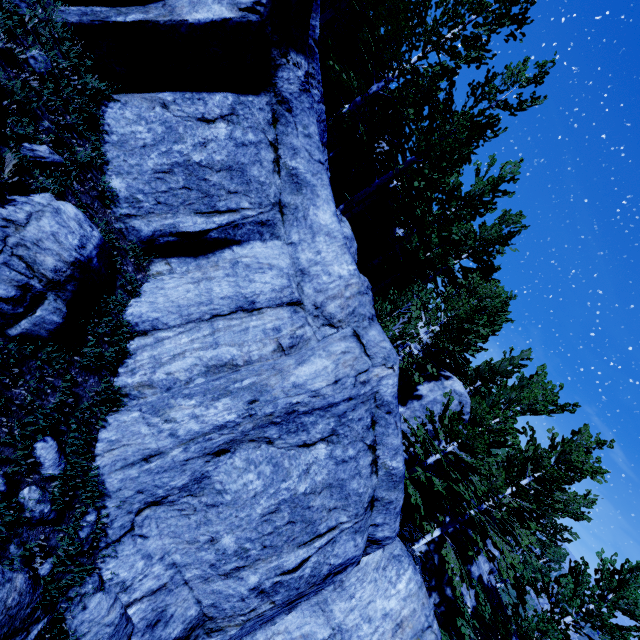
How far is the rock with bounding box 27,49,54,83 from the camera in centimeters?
423cm

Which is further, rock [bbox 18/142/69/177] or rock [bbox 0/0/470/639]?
rock [bbox 0/0/470/639]

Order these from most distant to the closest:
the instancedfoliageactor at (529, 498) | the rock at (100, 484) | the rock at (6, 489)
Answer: the instancedfoliageactor at (529, 498), the rock at (100, 484), the rock at (6, 489)

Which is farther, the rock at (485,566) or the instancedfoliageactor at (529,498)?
the rock at (485,566)

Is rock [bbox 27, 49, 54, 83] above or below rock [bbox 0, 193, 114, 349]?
above

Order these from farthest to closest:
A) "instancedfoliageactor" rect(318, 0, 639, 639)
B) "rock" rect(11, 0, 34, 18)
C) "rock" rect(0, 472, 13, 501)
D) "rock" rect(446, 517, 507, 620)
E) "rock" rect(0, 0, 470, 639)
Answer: "rock" rect(446, 517, 507, 620) → "instancedfoliageactor" rect(318, 0, 639, 639) → "rock" rect(0, 0, 470, 639) → "rock" rect(11, 0, 34, 18) → "rock" rect(0, 472, 13, 501)

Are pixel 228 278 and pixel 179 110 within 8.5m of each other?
yes
